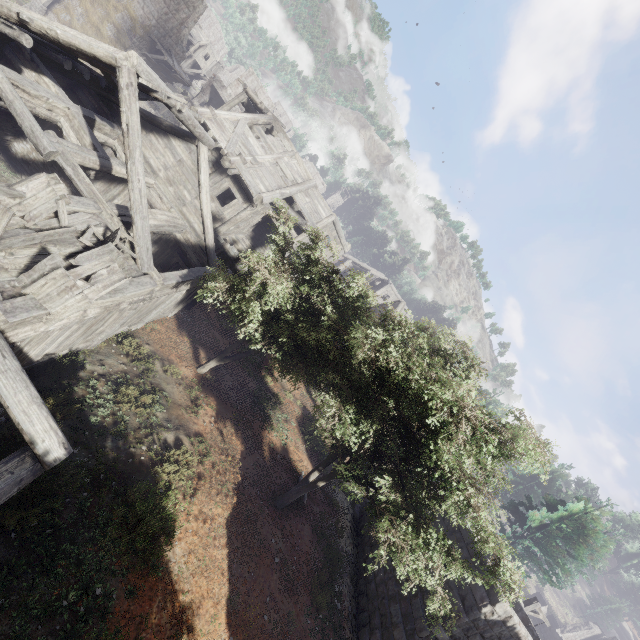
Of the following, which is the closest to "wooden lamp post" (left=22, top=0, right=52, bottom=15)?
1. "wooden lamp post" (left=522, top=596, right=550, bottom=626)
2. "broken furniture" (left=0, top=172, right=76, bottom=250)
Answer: "broken furniture" (left=0, top=172, right=76, bottom=250)

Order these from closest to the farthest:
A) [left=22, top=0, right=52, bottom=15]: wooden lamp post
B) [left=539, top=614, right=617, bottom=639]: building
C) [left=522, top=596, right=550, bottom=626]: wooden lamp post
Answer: [left=522, top=596, right=550, bottom=626]: wooden lamp post, [left=22, top=0, right=52, bottom=15]: wooden lamp post, [left=539, top=614, right=617, bottom=639]: building

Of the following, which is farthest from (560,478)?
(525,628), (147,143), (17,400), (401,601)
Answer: (147,143)

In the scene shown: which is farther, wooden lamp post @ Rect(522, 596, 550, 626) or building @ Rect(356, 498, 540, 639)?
wooden lamp post @ Rect(522, 596, 550, 626)

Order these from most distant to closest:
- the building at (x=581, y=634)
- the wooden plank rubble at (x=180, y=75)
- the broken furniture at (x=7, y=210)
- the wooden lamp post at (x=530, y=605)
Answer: the building at (x=581, y=634) → the wooden plank rubble at (x=180, y=75) → the wooden lamp post at (x=530, y=605) → the broken furniture at (x=7, y=210)

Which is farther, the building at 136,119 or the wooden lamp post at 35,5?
the wooden lamp post at 35,5

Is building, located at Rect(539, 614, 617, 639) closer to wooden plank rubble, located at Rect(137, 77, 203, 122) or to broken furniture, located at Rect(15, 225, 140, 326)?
broken furniture, located at Rect(15, 225, 140, 326)

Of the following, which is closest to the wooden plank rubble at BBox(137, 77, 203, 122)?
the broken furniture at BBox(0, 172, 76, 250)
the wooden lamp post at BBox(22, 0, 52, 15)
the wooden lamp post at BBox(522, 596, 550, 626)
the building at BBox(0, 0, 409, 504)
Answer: the building at BBox(0, 0, 409, 504)
